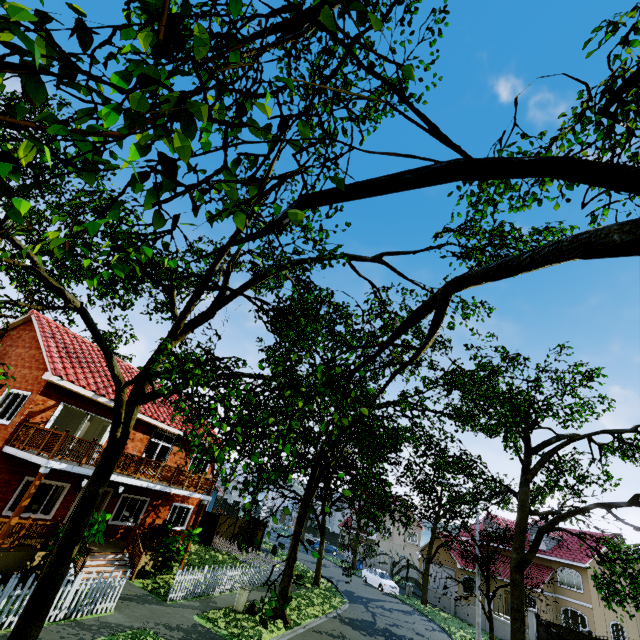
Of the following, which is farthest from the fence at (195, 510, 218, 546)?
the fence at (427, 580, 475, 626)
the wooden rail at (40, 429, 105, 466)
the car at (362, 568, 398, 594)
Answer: the fence at (427, 580, 475, 626)

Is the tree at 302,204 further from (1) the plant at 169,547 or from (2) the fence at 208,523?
(1) the plant at 169,547

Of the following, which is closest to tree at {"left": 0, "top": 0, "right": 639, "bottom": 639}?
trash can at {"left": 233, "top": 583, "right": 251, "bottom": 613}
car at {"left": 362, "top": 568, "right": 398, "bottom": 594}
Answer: trash can at {"left": 233, "top": 583, "right": 251, "bottom": 613}

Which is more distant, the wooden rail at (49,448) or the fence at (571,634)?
the fence at (571,634)

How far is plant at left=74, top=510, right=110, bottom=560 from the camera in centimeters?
1170cm

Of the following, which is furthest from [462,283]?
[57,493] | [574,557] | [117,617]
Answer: [574,557]

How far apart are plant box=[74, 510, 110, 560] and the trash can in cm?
651

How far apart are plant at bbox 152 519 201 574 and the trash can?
3.05m
